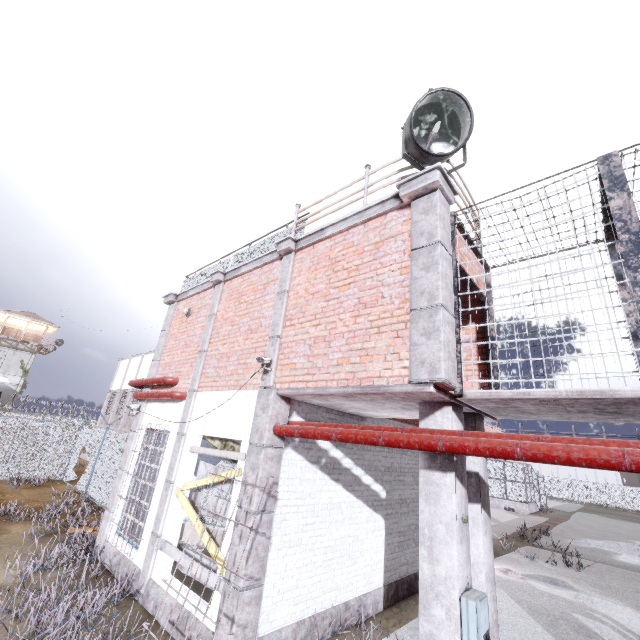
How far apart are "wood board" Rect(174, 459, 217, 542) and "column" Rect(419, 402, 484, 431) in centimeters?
298cm

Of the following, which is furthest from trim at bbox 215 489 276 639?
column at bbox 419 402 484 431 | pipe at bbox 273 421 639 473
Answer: column at bbox 419 402 484 431

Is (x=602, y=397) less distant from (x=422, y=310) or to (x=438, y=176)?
(x=422, y=310)

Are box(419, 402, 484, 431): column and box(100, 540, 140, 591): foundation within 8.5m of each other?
yes

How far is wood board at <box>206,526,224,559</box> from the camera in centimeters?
543cm

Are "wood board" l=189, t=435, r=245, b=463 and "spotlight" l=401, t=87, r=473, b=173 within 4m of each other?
no

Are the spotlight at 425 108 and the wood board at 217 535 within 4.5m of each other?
no

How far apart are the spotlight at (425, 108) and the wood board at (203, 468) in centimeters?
587cm
